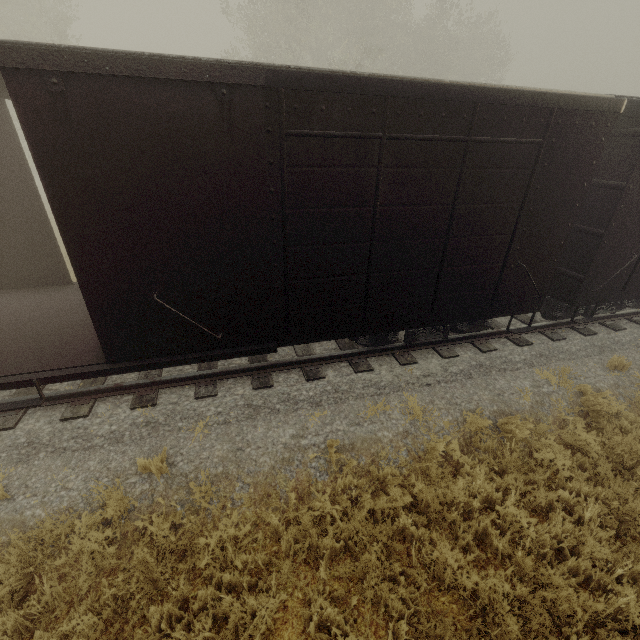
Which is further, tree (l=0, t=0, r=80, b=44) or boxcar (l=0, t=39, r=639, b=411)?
tree (l=0, t=0, r=80, b=44)

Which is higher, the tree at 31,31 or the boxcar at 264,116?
the tree at 31,31

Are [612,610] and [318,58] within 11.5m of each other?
no

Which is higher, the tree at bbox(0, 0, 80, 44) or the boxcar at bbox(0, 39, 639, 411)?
the tree at bbox(0, 0, 80, 44)

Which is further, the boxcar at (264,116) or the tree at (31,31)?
the tree at (31,31)
